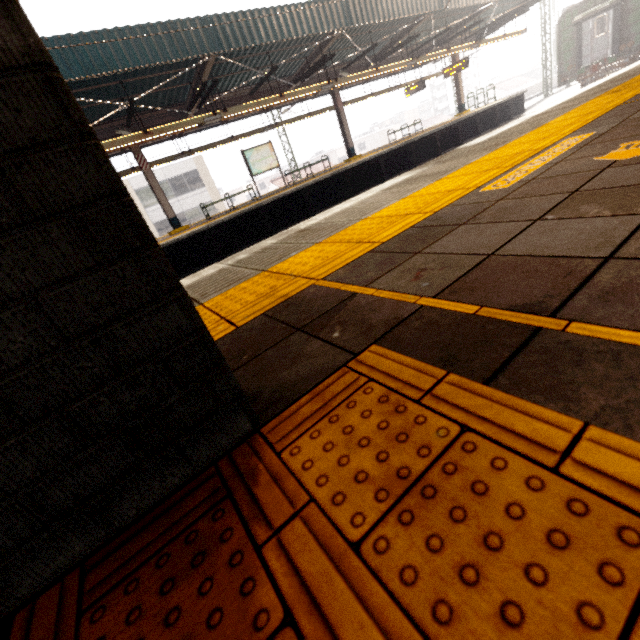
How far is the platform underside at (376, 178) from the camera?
10.7m

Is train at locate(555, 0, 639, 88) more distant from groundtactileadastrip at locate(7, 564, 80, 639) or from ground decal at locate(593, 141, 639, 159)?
groundtactileadastrip at locate(7, 564, 80, 639)

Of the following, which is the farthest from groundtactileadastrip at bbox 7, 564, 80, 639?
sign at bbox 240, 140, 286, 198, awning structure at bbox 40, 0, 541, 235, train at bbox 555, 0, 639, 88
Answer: train at bbox 555, 0, 639, 88

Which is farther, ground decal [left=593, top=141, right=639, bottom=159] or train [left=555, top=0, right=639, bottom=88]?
train [left=555, top=0, right=639, bottom=88]

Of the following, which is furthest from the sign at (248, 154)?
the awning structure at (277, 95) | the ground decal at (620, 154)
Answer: the ground decal at (620, 154)

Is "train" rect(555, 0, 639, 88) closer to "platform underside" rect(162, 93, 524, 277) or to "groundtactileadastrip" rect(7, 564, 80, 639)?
"platform underside" rect(162, 93, 524, 277)

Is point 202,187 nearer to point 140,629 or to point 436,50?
point 436,50

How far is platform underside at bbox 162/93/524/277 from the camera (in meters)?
10.66
